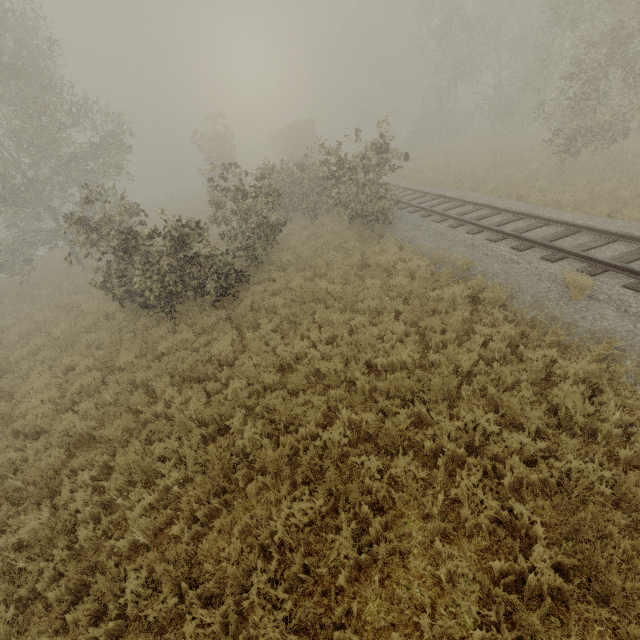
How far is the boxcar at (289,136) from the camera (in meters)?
34.72

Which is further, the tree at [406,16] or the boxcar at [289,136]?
the boxcar at [289,136]

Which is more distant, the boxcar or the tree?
the boxcar

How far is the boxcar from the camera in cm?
3472

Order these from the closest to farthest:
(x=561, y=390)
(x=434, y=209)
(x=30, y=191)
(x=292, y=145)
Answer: (x=561, y=390) < (x=434, y=209) < (x=30, y=191) < (x=292, y=145)
